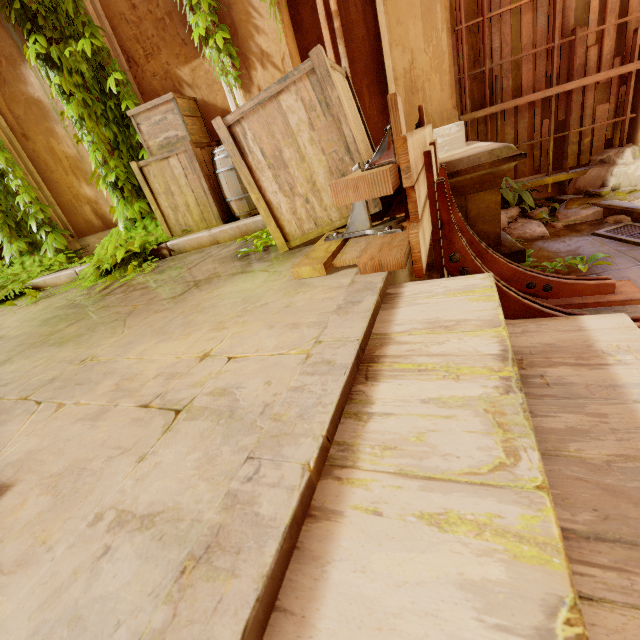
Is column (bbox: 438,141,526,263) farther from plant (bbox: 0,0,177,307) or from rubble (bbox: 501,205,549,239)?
plant (bbox: 0,0,177,307)

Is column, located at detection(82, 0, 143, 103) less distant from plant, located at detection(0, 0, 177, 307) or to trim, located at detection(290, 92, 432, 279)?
plant, located at detection(0, 0, 177, 307)

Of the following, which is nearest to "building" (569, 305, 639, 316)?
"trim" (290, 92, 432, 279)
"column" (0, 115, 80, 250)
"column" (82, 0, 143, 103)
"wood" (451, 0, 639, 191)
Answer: "trim" (290, 92, 432, 279)

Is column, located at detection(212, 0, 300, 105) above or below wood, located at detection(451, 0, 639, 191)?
above

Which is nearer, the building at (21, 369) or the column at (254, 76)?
the building at (21, 369)

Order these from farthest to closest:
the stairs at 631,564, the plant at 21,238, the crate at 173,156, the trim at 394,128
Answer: the plant at 21,238 → the crate at 173,156 → the trim at 394,128 → the stairs at 631,564

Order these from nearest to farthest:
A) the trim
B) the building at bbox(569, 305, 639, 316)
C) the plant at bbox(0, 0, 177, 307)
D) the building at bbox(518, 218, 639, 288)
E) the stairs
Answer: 1. the stairs
2. the trim
3. the building at bbox(569, 305, 639, 316)
4. the building at bbox(518, 218, 639, 288)
5. the plant at bbox(0, 0, 177, 307)

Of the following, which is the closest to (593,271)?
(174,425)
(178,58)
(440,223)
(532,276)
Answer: (532,276)
